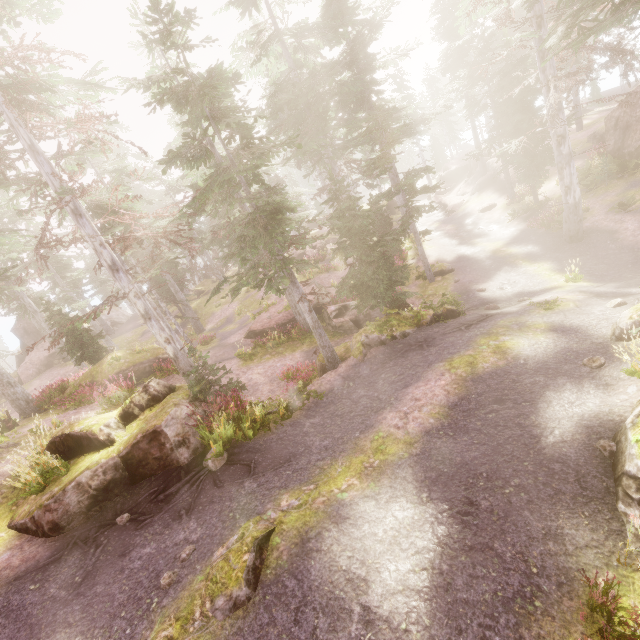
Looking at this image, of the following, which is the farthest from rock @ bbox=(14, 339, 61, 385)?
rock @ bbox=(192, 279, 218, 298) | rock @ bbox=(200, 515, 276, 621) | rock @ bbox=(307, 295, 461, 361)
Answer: rock @ bbox=(200, 515, 276, 621)

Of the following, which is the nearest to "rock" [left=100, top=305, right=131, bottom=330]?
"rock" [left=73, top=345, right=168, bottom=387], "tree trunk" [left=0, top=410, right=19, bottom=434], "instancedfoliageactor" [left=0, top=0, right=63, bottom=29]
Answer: "instancedfoliageactor" [left=0, top=0, right=63, bottom=29]

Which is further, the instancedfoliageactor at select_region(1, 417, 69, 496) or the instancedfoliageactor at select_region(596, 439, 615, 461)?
the instancedfoliageactor at select_region(1, 417, 69, 496)

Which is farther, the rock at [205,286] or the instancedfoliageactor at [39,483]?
the rock at [205,286]

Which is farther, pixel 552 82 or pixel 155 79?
pixel 552 82

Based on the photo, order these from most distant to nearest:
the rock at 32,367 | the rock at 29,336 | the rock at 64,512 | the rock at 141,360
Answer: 1. the rock at 29,336
2. the rock at 32,367
3. the rock at 141,360
4. the rock at 64,512

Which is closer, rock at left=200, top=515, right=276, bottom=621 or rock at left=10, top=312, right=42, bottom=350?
rock at left=200, top=515, right=276, bottom=621

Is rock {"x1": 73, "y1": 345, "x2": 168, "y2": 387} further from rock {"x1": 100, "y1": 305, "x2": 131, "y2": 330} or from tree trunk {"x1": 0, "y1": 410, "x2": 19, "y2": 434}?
rock {"x1": 100, "y1": 305, "x2": 131, "y2": 330}
